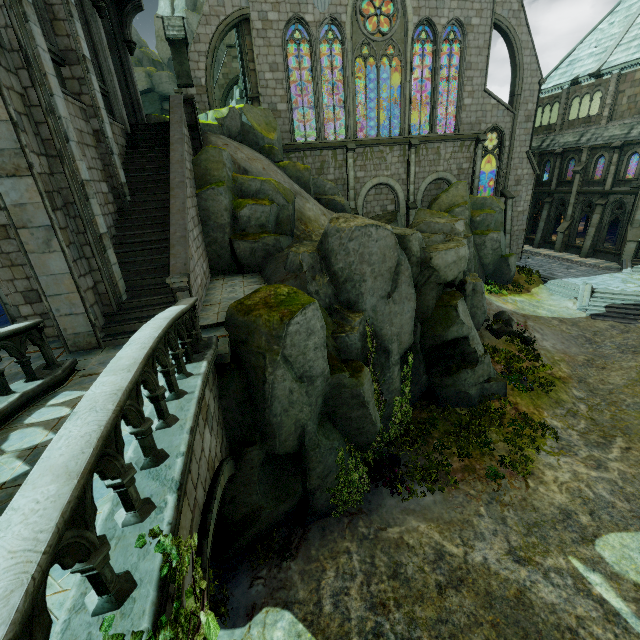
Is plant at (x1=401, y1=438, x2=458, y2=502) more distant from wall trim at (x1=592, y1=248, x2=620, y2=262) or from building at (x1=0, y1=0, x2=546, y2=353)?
wall trim at (x1=592, y1=248, x2=620, y2=262)

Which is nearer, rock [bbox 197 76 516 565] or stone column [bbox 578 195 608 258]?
rock [bbox 197 76 516 565]

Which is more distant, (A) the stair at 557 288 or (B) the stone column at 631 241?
(B) the stone column at 631 241

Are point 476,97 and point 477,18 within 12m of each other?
yes

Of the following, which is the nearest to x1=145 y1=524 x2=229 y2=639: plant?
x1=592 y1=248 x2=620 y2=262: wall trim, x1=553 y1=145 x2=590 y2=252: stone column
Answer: x1=592 y1=248 x2=620 y2=262: wall trim

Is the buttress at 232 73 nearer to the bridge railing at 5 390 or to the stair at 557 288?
the stair at 557 288

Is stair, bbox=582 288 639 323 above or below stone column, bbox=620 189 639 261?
below

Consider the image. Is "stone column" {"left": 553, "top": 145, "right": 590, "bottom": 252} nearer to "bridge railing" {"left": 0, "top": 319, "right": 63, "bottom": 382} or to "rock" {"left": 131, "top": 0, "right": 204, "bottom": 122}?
"rock" {"left": 131, "top": 0, "right": 204, "bottom": 122}
